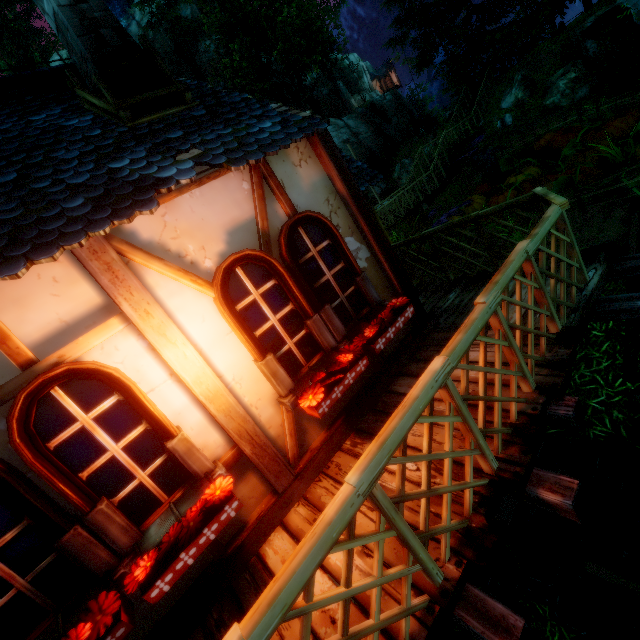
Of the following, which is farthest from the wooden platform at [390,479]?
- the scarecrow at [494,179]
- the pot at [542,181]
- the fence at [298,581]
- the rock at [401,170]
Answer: the rock at [401,170]

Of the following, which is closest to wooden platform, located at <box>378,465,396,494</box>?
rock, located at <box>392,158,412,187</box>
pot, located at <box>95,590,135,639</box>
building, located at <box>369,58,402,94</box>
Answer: pot, located at <box>95,590,135,639</box>

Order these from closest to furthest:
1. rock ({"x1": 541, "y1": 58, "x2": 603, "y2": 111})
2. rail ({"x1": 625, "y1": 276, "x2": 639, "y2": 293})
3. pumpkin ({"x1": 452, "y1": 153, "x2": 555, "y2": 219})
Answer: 1. rail ({"x1": 625, "y1": 276, "x2": 639, "y2": 293})
2. pumpkin ({"x1": 452, "y1": 153, "x2": 555, "y2": 219})
3. rock ({"x1": 541, "y1": 58, "x2": 603, "y2": 111})

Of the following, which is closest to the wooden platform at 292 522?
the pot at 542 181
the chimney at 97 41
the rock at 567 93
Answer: the pot at 542 181

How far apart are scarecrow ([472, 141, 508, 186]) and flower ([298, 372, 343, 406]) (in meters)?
10.47

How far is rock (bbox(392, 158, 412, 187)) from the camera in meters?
27.8

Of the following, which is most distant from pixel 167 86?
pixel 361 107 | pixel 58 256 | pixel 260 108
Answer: pixel 361 107

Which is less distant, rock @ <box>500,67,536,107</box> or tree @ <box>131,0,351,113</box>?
rock @ <box>500,67,536,107</box>
